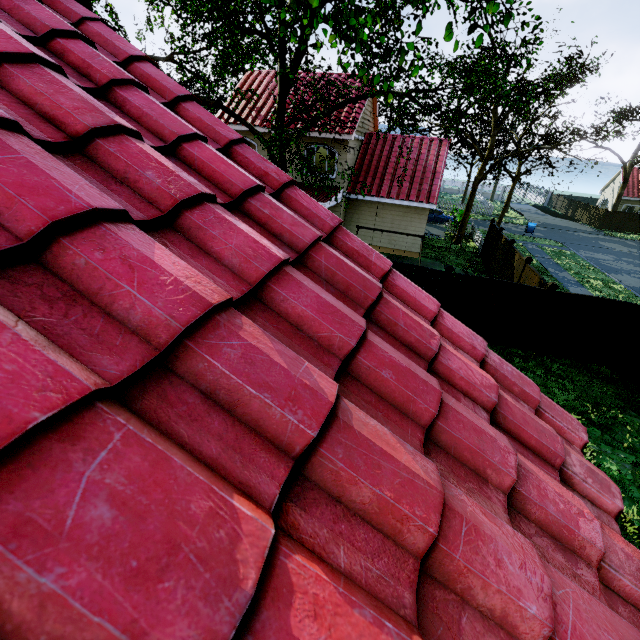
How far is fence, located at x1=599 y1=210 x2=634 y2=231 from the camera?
36.50m

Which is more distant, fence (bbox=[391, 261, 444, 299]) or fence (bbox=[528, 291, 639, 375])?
fence (bbox=[391, 261, 444, 299])

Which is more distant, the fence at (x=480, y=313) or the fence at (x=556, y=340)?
the fence at (x=480, y=313)

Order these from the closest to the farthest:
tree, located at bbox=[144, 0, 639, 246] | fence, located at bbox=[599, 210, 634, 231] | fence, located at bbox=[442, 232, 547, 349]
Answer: tree, located at bbox=[144, 0, 639, 246] → fence, located at bbox=[442, 232, 547, 349] → fence, located at bbox=[599, 210, 634, 231]

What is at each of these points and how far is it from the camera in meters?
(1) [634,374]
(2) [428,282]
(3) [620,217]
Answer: (1) fence, 9.8
(2) fence, 10.8
(3) fence, 36.7

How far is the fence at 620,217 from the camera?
36.5 meters
